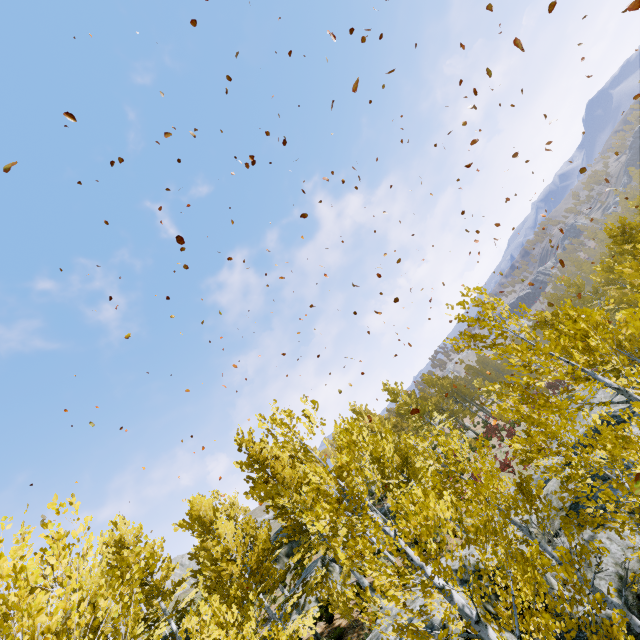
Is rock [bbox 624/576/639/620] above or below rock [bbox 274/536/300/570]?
below

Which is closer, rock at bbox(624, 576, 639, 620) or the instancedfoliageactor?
the instancedfoliageactor

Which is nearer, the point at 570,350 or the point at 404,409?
the point at 570,350

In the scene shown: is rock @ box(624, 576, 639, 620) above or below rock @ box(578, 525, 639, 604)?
below

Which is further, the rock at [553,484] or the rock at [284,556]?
the rock at [284,556]

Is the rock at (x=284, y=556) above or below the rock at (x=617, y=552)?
above

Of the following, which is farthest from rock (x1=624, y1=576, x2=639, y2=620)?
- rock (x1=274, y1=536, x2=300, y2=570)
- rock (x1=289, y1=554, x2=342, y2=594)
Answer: rock (x1=289, y1=554, x2=342, y2=594)

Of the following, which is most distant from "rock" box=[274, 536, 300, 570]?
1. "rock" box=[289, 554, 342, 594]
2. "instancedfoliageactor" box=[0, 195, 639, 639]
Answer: "rock" box=[289, 554, 342, 594]
